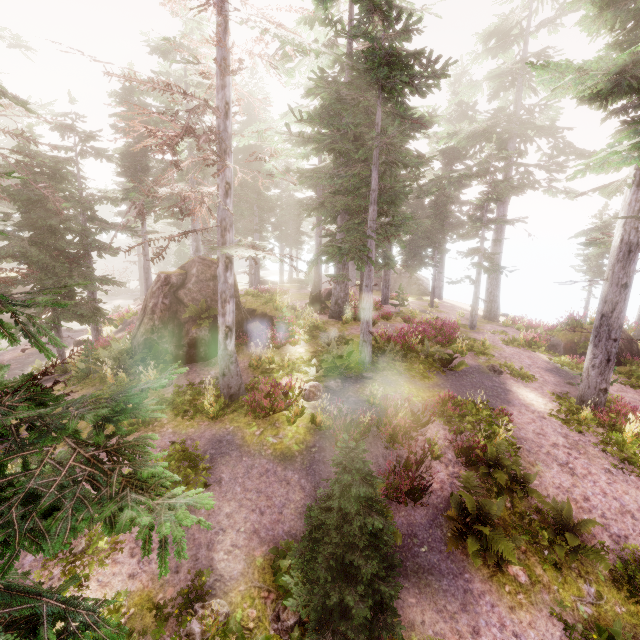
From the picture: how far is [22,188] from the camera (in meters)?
12.48

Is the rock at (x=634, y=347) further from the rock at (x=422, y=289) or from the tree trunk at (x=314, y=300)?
the rock at (x=422, y=289)

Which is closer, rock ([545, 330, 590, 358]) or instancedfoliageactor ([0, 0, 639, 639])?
instancedfoliageactor ([0, 0, 639, 639])

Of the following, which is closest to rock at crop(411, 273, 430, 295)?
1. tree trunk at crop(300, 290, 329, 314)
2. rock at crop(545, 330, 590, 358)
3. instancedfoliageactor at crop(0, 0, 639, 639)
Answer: instancedfoliageactor at crop(0, 0, 639, 639)

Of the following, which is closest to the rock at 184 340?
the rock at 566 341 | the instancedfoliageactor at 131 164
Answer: the instancedfoliageactor at 131 164

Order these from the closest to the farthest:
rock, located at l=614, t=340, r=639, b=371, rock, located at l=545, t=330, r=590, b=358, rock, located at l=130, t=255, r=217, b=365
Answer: rock, located at l=130, t=255, r=217, b=365
rock, located at l=614, t=340, r=639, b=371
rock, located at l=545, t=330, r=590, b=358

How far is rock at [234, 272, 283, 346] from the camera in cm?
1495

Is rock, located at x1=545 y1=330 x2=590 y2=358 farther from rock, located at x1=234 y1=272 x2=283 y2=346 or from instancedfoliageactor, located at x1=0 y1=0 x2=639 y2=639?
rock, located at x1=234 y1=272 x2=283 y2=346
